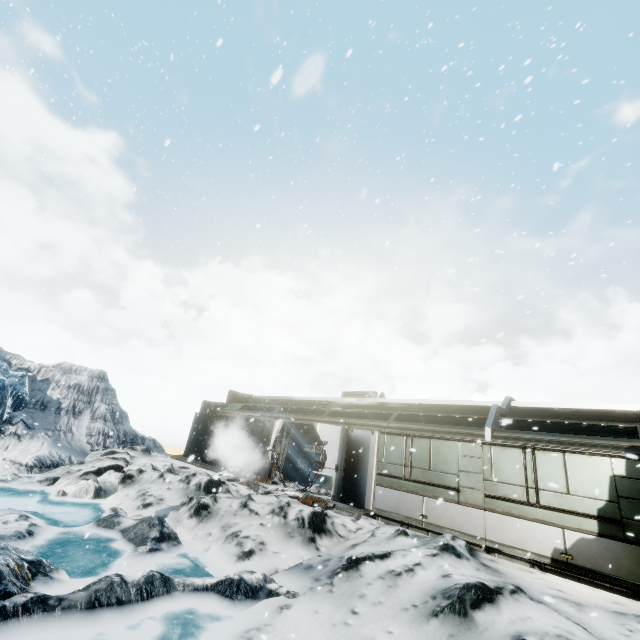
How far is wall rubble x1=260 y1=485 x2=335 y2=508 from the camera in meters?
10.9

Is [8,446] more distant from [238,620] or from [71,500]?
[238,620]

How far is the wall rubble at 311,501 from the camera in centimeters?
1091cm
